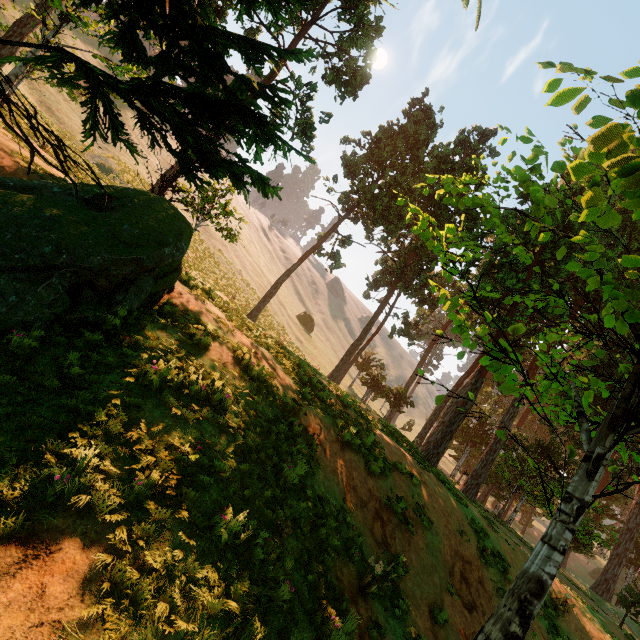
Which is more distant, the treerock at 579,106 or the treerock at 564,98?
the treerock at 579,106

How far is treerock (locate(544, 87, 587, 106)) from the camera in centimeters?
265cm

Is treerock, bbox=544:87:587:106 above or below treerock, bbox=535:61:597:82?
above

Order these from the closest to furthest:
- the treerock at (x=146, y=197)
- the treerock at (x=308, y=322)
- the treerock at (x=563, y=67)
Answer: the treerock at (x=563, y=67) < the treerock at (x=146, y=197) < the treerock at (x=308, y=322)

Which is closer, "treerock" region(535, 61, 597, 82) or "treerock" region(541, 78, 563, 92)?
"treerock" region(535, 61, 597, 82)

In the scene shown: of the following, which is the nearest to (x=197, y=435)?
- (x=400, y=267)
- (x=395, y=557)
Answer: (x=395, y=557)

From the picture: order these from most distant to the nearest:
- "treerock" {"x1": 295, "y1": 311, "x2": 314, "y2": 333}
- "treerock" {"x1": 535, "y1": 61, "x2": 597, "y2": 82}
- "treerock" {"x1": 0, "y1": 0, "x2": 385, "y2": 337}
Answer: "treerock" {"x1": 295, "y1": 311, "x2": 314, "y2": 333} < "treerock" {"x1": 0, "y1": 0, "x2": 385, "y2": 337} < "treerock" {"x1": 535, "y1": 61, "x2": 597, "y2": 82}
